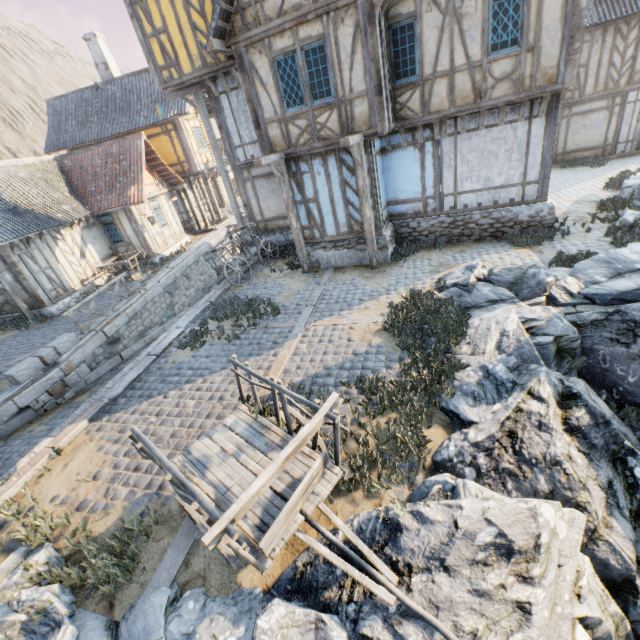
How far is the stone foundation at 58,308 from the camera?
14.1m

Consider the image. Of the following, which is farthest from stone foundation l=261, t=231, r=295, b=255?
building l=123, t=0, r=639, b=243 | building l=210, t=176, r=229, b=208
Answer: building l=210, t=176, r=229, b=208

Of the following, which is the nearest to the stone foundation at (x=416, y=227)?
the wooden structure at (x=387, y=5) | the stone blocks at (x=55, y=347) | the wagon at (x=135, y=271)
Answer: the stone blocks at (x=55, y=347)

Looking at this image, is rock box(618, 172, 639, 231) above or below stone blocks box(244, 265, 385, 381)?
above

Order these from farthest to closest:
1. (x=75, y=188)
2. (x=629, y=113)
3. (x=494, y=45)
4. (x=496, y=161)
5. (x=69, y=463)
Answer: (x=75, y=188)
(x=629, y=113)
(x=496, y=161)
(x=494, y=45)
(x=69, y=463)

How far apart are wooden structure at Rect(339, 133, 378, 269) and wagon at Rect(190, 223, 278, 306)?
4.4 meters

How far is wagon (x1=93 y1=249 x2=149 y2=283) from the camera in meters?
16.0 m

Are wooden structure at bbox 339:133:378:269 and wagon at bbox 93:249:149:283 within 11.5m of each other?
A: no
